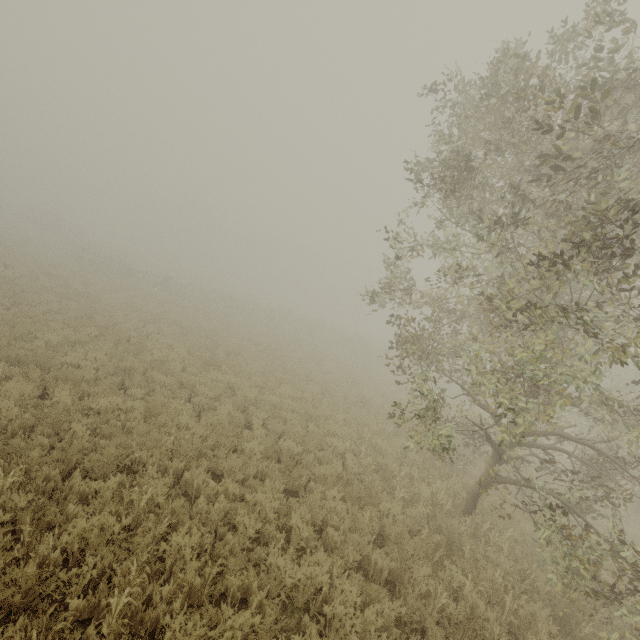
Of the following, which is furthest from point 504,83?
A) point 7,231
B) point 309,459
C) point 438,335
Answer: point 7,231

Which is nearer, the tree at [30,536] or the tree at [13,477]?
the tree at [30,536]

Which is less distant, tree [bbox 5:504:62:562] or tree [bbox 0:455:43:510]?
tree [bbox 5:504:62:562]

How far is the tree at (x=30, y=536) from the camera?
3.90m

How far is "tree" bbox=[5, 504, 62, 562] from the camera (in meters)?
3.90
